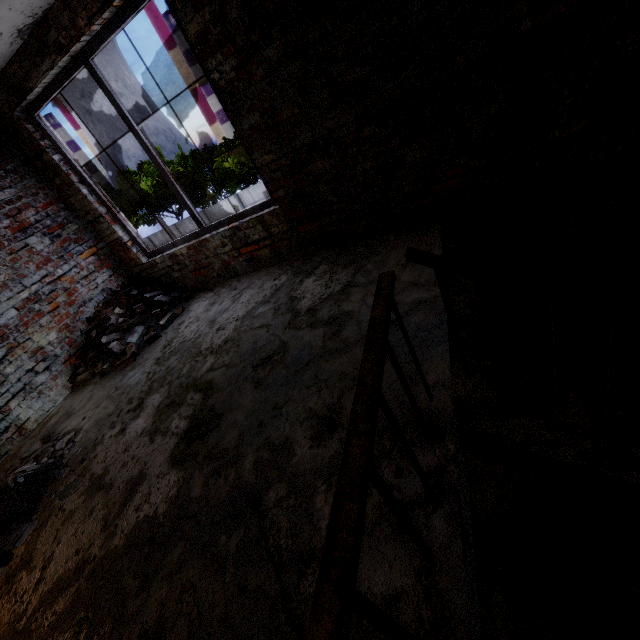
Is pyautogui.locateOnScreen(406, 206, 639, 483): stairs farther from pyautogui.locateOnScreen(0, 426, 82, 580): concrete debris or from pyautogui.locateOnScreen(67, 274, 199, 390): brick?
pyautogui.locateOnScreen(67, 274, 199, 390): brick

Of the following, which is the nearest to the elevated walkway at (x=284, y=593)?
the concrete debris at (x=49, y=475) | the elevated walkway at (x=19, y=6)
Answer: the concrete debris at (x=49, y=475)

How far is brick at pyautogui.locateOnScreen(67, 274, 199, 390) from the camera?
4.1m

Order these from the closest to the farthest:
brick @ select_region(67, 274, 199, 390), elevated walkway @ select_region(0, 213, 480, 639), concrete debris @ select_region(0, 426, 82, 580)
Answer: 1. elevated walkway @ select_region(0, 213, 480, 639)
2. concrete debris @ select_region(0, 426, 82, 580)
3. brick @ select_region(67, 274, 199, 390)

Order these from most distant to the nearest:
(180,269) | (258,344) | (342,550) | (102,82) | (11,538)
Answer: (180,269) < (102,82) < (258,344) < (11,538) < (342,550)

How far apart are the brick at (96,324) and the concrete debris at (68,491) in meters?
0.8

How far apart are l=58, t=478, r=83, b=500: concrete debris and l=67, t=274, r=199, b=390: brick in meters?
0.8
